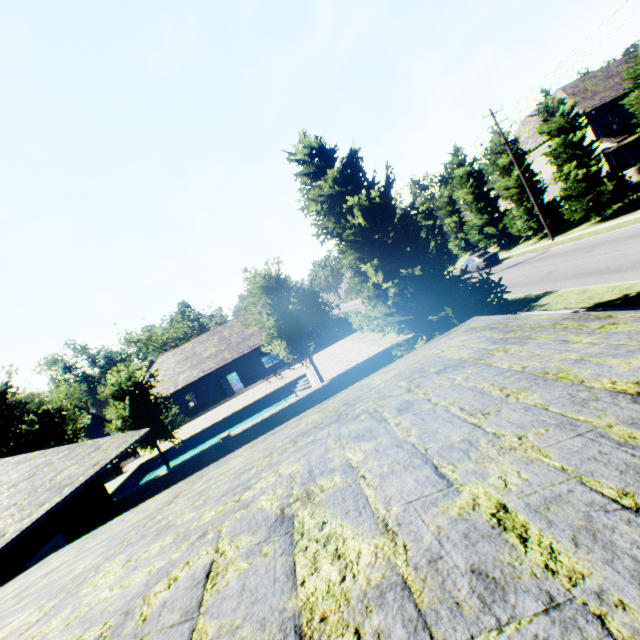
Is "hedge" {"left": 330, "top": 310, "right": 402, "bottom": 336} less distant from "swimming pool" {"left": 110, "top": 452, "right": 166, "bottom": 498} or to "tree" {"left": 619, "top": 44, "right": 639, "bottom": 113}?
"swimming pool" {"left": 110, "top": 452, "right": 166, "bottom": 498}

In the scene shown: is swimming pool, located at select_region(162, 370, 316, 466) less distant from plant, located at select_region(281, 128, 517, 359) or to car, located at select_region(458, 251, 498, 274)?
plant, located at select_region(281, 128, 517, 359)

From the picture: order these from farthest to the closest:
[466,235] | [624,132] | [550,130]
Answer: [466,235] < [624,132] < [550,130]

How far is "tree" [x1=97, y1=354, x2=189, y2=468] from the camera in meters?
15.1 m

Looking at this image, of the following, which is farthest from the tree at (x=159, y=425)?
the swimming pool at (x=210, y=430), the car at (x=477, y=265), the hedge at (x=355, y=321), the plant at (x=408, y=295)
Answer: the hedge at (x=355, y=321)

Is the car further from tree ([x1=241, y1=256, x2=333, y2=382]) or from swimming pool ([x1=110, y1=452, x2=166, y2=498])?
swimming pool ([x1=110, y1=452, x2=166, y2=498])

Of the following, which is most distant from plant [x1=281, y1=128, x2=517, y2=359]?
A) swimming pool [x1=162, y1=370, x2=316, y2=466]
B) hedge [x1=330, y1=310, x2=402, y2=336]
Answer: hedge [x1=330, y1=310, x2=402, y2=336]

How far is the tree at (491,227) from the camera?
29.11m
